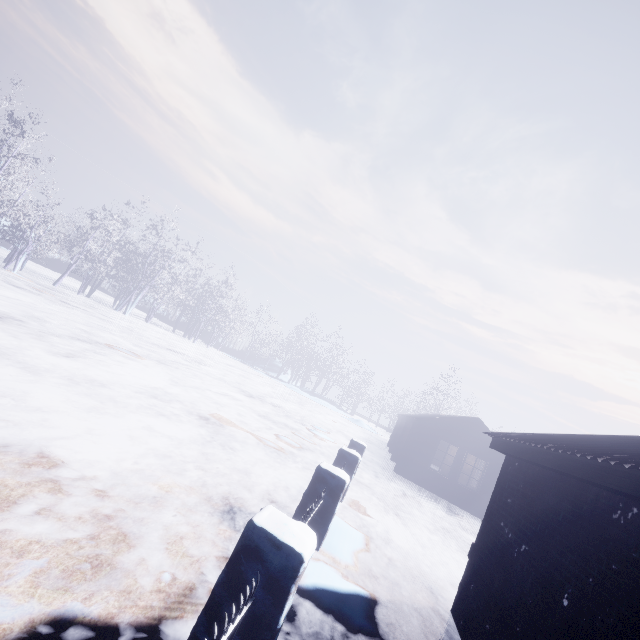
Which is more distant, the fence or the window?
the window

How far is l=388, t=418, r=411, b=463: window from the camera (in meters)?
16.22

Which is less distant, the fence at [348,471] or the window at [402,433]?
the fence at [348,471]

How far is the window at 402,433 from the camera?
16.2 meters

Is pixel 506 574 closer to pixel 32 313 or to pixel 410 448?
pixel 410 448
